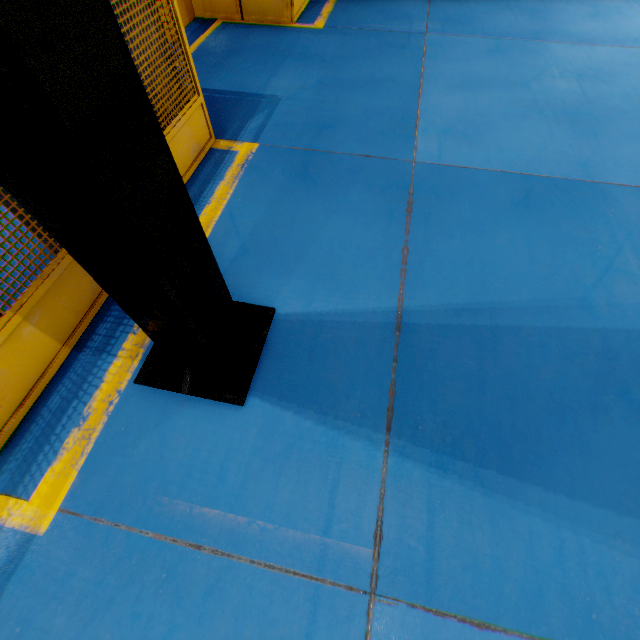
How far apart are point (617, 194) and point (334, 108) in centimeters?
352cm

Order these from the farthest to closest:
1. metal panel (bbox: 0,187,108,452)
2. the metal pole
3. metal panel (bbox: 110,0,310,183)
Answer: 1. metal panel (bbox: 110,0,310,183)
2. metal panel (bbox: 0,187,108,452)
3. the metal pole

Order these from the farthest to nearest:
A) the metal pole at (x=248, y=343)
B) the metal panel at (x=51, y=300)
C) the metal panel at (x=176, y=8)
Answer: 1. the metal panel at (x=176, y=8)
2. the metal panel at (x=51, y=300)
3. the metal pole at (x=248, y=343)

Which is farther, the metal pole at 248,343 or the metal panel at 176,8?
the metal panel at 176,8

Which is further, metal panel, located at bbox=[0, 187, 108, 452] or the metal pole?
metal panel, located at bbox=[0, 187, 108, 452]

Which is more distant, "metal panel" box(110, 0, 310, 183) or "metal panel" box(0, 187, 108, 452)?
"metal panel" box(110, 0, 310, 183)
